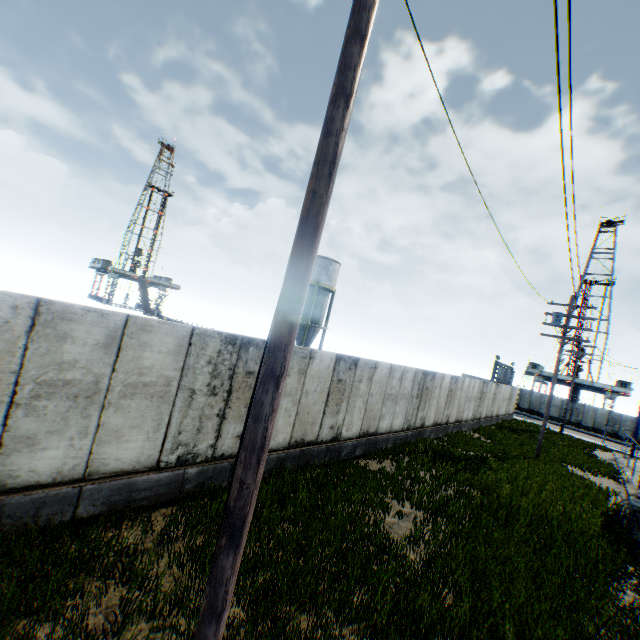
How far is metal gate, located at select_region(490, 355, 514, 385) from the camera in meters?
40.5

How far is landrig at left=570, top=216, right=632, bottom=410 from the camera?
48.6m

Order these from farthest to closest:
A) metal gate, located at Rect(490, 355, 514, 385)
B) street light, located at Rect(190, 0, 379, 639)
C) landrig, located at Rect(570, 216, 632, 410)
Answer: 1. landrig, located at Rect(570, 216, 632, 410)
2. metal gate, located at Rect(490, 355, 514, 385)
3. street light, located at Rect(190, 0, 379, 639)

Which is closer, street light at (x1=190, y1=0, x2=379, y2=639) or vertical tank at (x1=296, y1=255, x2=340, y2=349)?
street light at (x1=190, y1=0, x2=379, y2=639)

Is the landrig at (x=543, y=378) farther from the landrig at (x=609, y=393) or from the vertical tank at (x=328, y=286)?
the vertical tank at (x=328, y=286)

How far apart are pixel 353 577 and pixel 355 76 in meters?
6.9 m

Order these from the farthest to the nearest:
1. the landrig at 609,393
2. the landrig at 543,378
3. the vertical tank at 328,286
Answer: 1. the landrig at 543,378
2. the landrig at 609,393
3. the vertical tank at 328,286

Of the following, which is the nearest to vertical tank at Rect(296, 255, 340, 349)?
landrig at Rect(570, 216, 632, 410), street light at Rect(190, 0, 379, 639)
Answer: street light at Rect(190, 0, 379, 639)
